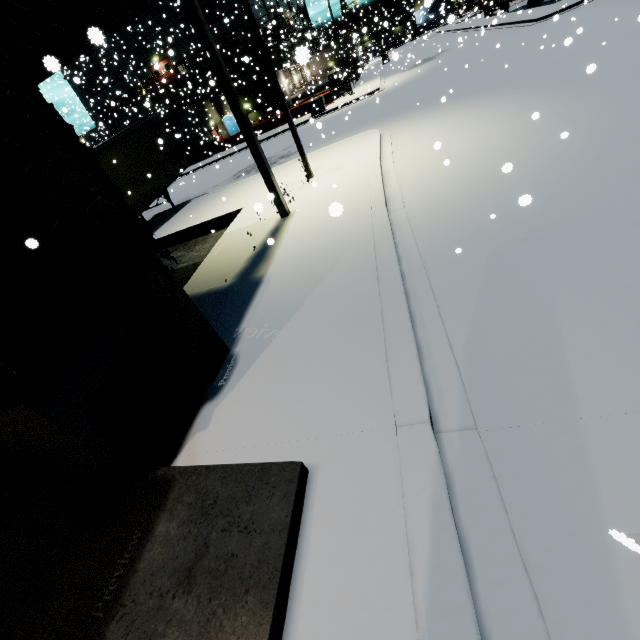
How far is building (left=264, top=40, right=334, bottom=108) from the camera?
36.0m

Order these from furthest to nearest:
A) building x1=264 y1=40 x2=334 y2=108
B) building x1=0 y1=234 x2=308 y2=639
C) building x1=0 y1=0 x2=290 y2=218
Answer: building x1=264 y1=40 x2=334 y2=108, building x1=0 y1=0 x2=290 y2=218, building x1=0 y1=234 x2=308 y2=639

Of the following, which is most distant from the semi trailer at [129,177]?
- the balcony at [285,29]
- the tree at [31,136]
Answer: the balcony at [285,29]

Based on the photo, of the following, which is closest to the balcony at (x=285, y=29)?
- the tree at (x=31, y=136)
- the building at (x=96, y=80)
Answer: the building at (x=96, y=80)

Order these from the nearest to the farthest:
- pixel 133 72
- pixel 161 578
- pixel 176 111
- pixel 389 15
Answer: pixel 161 578
pixel 389 15
pixel 133 72
pixel 176 111

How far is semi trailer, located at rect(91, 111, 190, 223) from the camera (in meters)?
13.83

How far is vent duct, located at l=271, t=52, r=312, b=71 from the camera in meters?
3.5

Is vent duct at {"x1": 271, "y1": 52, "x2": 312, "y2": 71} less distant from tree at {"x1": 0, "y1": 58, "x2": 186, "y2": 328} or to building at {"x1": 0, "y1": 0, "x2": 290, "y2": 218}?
building at {"x1": 0, "y1": 0, "x2": 290, "y2": 218}
